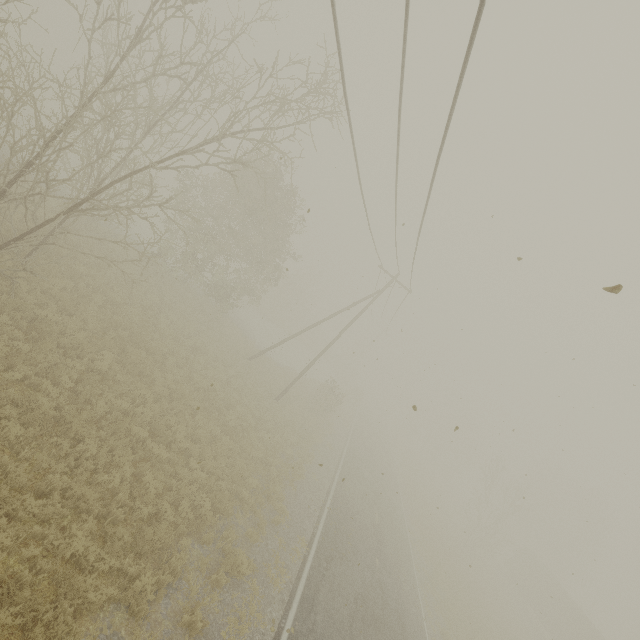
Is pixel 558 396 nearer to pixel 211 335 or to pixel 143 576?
pixel 143 576
